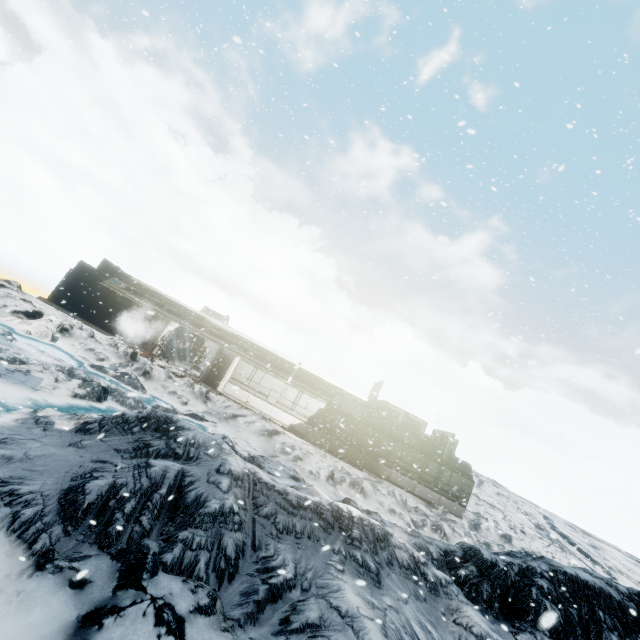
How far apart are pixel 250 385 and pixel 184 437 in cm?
1540
